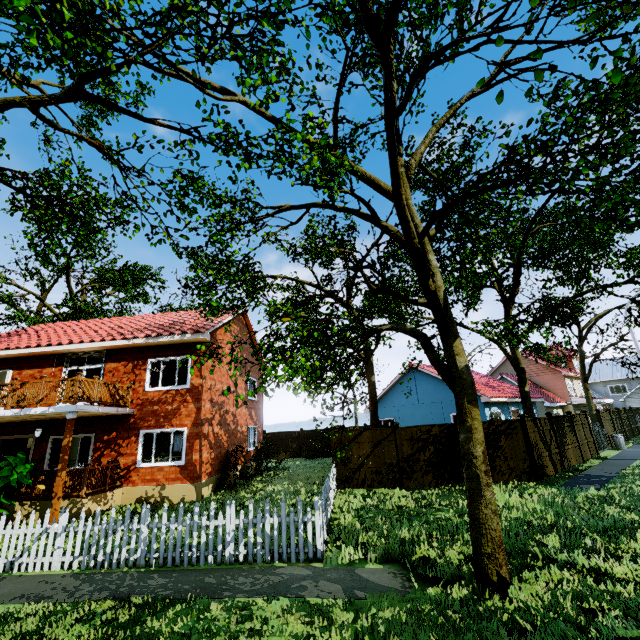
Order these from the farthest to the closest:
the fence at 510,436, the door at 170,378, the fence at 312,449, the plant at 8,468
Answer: the fence at 312,449, the door at 170,378, the fence at 510,436, the plant at 8,468

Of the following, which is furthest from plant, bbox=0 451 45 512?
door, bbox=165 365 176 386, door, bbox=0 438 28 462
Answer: door, bbox=165 365 176 386

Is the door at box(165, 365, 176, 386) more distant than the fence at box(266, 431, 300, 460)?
No

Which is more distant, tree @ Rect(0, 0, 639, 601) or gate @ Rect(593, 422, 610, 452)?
gate @ Rect(593, 422, 610, 452)

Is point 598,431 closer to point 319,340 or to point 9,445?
point 319,340

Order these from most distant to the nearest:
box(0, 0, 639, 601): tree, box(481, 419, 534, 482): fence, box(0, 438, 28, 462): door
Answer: box(0, 438, 28, 462): door, box(481, 419, 534, 482): fence, box(0, 0, 639, 601): tree

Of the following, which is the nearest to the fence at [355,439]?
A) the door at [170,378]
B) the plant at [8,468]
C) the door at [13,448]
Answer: the plant at [8,468]

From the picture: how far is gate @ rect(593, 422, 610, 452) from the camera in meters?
19.7 m
